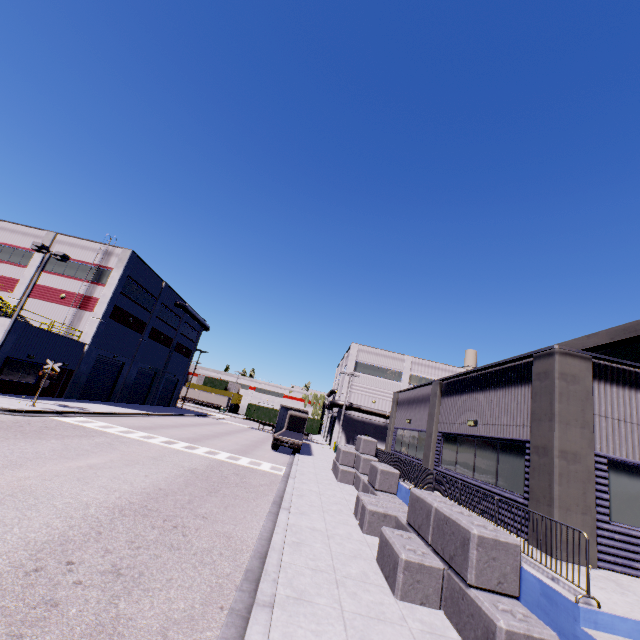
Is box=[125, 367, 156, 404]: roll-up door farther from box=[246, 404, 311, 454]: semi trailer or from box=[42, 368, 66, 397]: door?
box=[42, 368, 66, 397]: door

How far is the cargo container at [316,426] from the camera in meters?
46.8

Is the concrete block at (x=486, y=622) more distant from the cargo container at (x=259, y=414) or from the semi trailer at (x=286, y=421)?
the cargo container at (x=259, y=414)

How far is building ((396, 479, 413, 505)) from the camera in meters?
12.8 m

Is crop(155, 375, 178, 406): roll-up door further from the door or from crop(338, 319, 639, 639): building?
the door

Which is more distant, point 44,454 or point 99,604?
point 44,454

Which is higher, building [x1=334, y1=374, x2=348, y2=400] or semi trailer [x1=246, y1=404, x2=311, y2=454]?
building [x1=334, y1=374, x2=348, y2=400]

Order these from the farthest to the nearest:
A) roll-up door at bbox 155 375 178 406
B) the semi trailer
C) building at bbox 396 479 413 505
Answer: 1. roll-up door at bbox 155 375 178 406
2. the semi trailer
3. building at bbox 396 479 413 505
